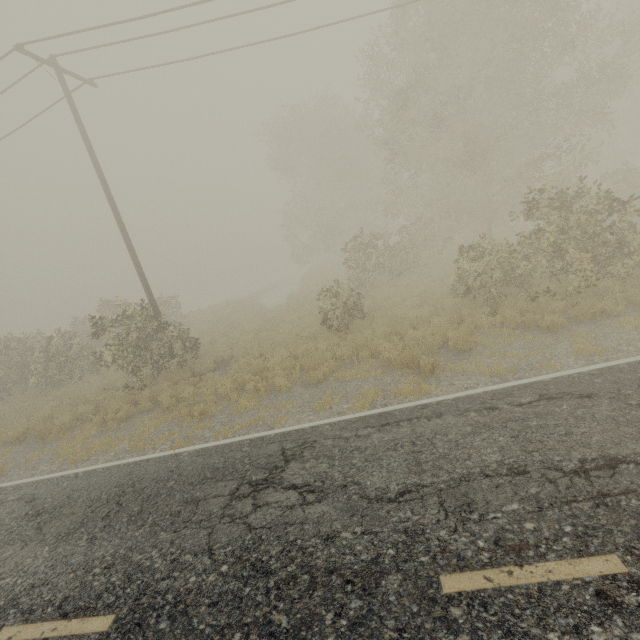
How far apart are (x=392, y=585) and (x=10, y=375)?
22.0m
